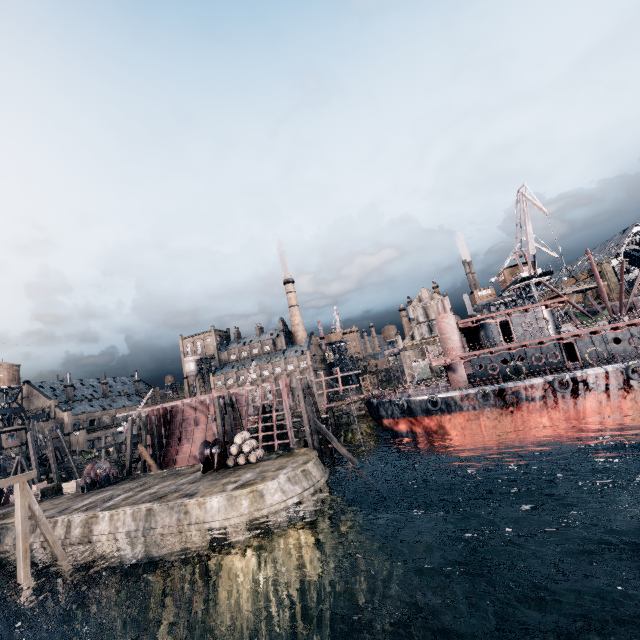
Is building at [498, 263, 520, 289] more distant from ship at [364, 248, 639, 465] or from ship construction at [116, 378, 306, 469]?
ship construction at [116, 378, 306, 469]

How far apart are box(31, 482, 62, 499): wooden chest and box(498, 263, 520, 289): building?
68.2 meters

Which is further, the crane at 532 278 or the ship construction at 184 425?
the crane at 532 278

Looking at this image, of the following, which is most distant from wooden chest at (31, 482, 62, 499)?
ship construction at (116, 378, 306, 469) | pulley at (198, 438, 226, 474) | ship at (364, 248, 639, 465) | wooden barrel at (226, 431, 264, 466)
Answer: ship at (364, 248, 639, 465)

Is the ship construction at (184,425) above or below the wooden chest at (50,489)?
below

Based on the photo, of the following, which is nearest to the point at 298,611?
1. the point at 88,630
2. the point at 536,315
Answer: the point at 88,630

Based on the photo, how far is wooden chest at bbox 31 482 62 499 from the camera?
32.2 meters

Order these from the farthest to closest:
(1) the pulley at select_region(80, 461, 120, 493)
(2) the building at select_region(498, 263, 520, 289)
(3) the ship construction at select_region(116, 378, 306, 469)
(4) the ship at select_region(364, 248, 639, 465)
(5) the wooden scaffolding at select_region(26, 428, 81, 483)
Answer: (2) the building at select_region(498, 263, 520, 289) → (5) the wooden scaffolding at select_region(26, 428, 81, 483) → (3) the ship construction at select_region(116, 378, 306, 469) → (1) the pulley at select_region(80, 461, 120, 493) → (4) the ship at select_region(364, 248, 639, 465)
